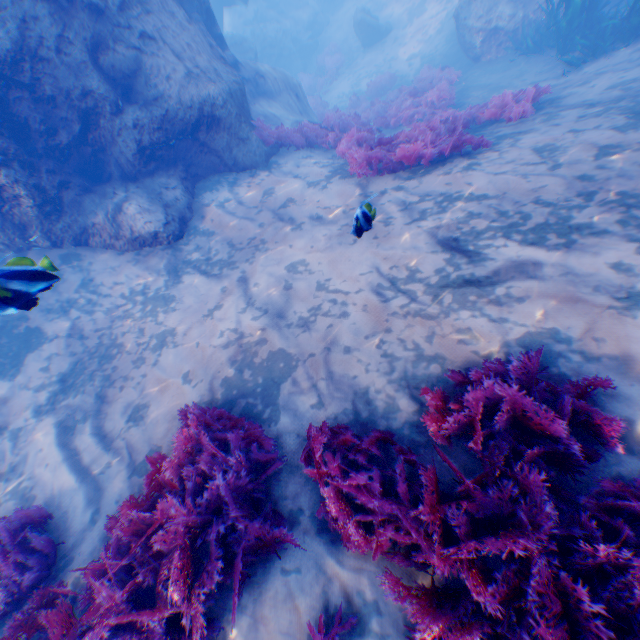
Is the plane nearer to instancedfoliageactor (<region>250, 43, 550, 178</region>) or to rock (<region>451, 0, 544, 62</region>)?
rock (<region>451, 0, 544, 62</region>)

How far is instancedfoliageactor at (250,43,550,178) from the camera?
6.17m

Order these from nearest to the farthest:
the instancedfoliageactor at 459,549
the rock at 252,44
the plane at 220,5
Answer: the instancedfoliageactor at 459,549
the rock at 252,44
the plane at 220,5

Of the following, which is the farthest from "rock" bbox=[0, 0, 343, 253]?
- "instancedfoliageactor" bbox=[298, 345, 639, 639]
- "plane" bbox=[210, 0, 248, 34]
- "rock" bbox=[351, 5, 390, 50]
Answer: "rock" bbox=[351, 5, 390, 50]

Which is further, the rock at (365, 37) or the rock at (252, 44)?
the rock at (365, 37)

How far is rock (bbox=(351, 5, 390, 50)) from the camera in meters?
16.4 m

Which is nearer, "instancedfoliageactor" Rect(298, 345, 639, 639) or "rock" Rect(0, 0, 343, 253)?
"instancedfoliageactor" Rect(298, 345, 639, 639)

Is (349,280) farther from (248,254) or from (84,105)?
(84,105)
